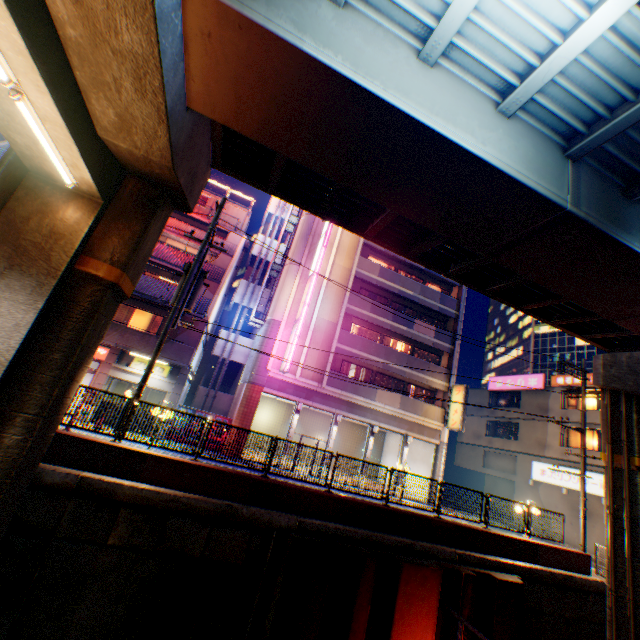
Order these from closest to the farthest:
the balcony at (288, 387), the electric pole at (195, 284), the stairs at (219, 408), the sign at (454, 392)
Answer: the electric pole at (195, 284) < the balcony at (288, 387) < the sign at (454, 392) < the stairs at (219, 408)

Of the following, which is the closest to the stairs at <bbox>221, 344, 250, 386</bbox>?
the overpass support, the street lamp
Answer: the overpass support

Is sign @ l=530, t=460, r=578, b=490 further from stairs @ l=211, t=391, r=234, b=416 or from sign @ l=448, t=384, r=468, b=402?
stairs @ l=211, t=391, r=234, b=416

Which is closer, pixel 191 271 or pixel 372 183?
pixel 372 183

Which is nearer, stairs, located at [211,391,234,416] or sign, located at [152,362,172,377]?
sign, located at [152,362,172,377]

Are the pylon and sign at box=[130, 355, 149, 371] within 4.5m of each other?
yes

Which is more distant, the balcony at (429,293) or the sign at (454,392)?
the balcony at (429,293)

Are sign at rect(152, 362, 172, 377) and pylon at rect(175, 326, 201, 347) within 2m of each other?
yes
